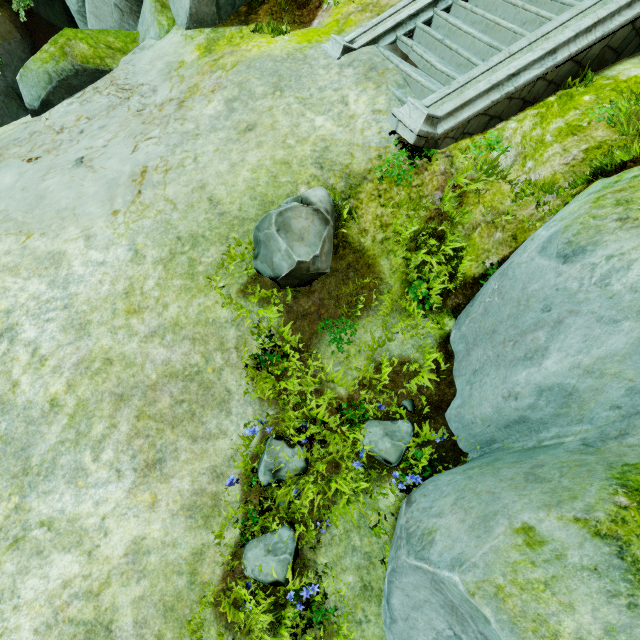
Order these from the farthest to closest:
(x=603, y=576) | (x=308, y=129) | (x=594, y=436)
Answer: (x=308, y=129), (x=594, y=436), (x=603, y=576)

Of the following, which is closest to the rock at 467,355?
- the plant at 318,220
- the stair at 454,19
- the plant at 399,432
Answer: the stair at 454,19

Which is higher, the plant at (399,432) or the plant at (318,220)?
the plant at (318,220)

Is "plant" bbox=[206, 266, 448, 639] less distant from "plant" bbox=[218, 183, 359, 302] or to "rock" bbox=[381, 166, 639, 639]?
"rock" bbox=[381, 166, 639, 639]

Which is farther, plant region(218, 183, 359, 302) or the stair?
the stair

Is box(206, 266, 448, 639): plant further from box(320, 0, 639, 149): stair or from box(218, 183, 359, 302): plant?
box(320, 0, 639, 149): stair

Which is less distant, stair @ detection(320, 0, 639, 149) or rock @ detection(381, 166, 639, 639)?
rock @ detection(381, 166, 639, 639)
